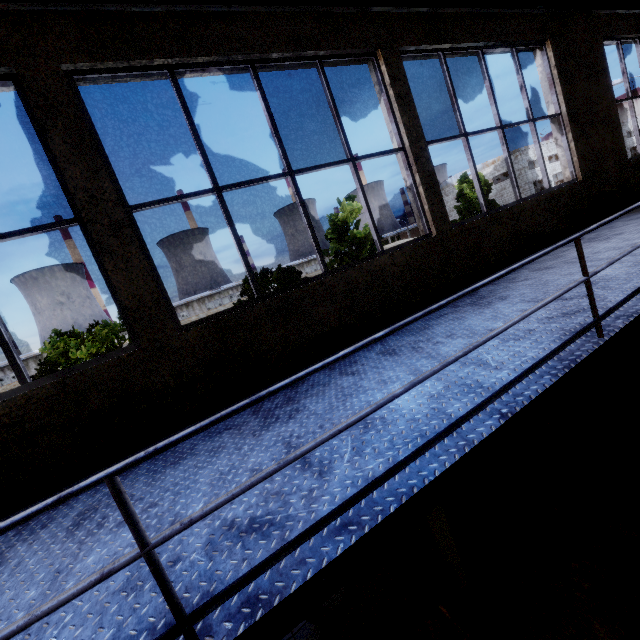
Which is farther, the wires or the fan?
the fan

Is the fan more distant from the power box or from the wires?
the wires

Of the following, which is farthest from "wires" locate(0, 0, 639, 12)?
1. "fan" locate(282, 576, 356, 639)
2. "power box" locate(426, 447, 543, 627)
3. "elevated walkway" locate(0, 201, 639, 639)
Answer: "power box" locate(426, 447, 543, 627)

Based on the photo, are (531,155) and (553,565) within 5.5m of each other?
no

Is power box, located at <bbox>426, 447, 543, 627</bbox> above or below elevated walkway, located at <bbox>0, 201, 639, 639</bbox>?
below

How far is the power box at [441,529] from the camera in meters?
4.1 m

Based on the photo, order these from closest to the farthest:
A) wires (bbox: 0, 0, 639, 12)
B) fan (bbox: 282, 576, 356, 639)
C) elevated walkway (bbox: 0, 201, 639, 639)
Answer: elevated walkway (bbox: 0, 201, 639, 639)
wires (bbox: 0, 0, 639, 12)
fan (bbox: 282, 576, 356, 639)

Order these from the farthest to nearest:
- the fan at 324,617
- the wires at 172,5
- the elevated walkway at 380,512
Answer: the fan at 324,617, the wires at 172,5, the elevated walkway at 380,512
